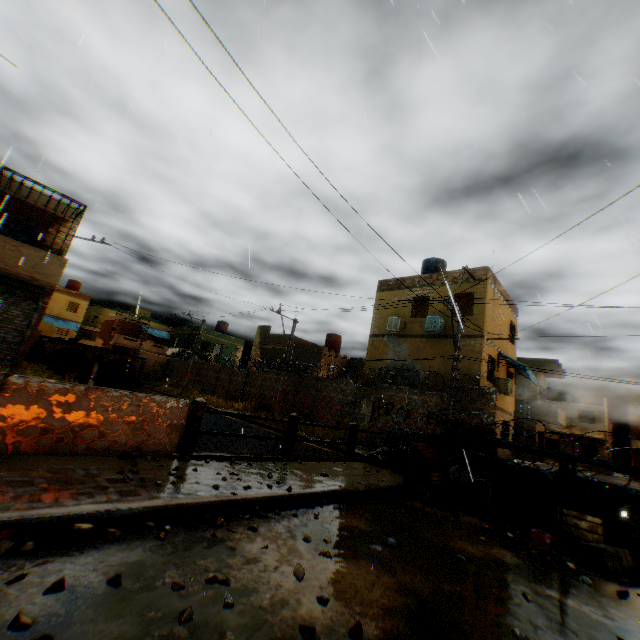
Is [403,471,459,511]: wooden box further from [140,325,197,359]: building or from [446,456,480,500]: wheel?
[140,325,197,359]: building

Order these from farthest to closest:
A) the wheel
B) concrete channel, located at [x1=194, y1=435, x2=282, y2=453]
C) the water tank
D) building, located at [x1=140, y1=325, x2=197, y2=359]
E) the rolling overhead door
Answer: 1. building, located at [x1=140, y1=325, x2=197, y2=359]
2. the water tank
3. concrete channel, located at [x1=194, y1=435, x2=282, y2=453]
4. the rolling overhead door
5. the wheel

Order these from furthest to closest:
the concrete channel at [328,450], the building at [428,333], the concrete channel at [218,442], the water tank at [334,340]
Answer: the water tank at [334,340] < the building at [428,333] < the concrete channel at [218,442] < the concrete channel at [328,450]

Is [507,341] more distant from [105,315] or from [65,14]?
[105,315]

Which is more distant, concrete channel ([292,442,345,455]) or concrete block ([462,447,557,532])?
concrete channel ([292,442,345,455])

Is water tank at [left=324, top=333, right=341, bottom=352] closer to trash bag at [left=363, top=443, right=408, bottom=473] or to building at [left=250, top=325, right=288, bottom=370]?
building at [left=250, top=325, right=288, bottom=370]

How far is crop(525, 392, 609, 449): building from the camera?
30.0m

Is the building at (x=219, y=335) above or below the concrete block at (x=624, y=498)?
above
